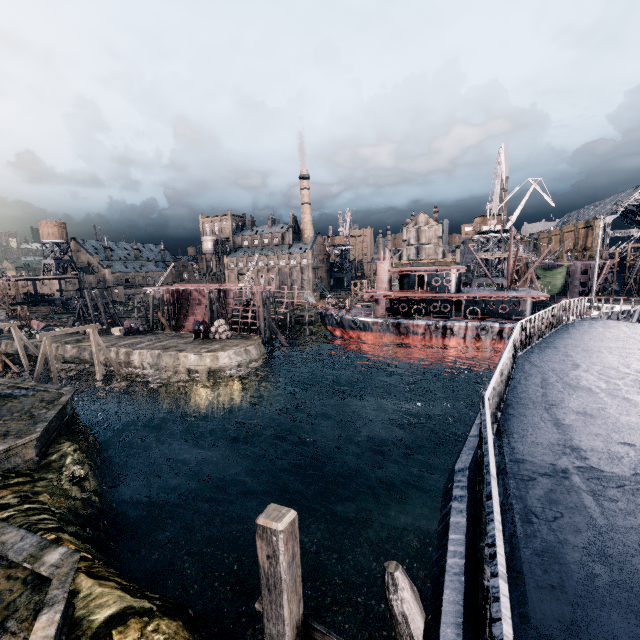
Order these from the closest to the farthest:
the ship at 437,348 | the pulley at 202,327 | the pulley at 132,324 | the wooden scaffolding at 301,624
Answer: the ship at 437,348 → the wooden scaffolding at 301,624 → the pulley at 202,327 → the pulley at 132,324

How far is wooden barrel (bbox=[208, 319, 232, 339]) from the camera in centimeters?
4412cm

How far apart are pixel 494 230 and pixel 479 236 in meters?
2.5 m

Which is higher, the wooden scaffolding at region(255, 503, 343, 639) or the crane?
the crane

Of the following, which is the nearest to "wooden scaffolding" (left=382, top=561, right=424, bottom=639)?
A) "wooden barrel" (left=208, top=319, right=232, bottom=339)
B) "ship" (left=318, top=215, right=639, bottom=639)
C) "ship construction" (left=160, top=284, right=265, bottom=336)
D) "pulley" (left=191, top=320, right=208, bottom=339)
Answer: "ship" (left=318, top=215, right=639, bottom=639)

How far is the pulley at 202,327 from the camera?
44.7 meters

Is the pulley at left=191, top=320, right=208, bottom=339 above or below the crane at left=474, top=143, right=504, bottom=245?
below

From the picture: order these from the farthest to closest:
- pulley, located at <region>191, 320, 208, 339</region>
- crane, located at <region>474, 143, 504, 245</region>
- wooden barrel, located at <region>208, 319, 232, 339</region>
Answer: crane, located at <region>474, 143, 504, 245</region>, pulley, located at <region>191, 320, 208, 339</region>, wooden barrel, located at <region>208, 319, 232, 339</region>
